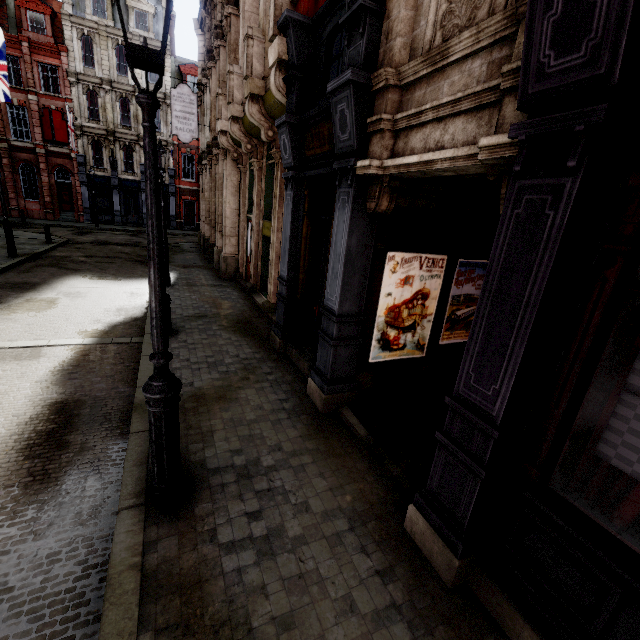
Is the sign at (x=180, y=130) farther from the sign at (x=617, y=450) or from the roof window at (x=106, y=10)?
the roof window at (x=106, y=10)

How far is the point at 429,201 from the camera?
4.6 meters

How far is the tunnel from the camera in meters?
4.3 m

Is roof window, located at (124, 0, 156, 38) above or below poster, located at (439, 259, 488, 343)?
above

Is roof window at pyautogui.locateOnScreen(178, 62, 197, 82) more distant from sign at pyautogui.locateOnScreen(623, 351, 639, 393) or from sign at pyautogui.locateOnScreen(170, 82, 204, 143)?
sign at pyautogui.locateOnScreen(623, 351, 639, 393)

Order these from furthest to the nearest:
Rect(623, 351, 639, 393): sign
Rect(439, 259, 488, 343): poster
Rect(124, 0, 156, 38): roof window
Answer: Rect(124, 0, 156, 38): roof window → Rect(439, 259, 488, 343): poster → Rect(623, 351, 639, 393): sign

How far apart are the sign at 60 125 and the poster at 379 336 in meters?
36.0

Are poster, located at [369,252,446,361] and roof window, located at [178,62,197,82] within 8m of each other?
no
